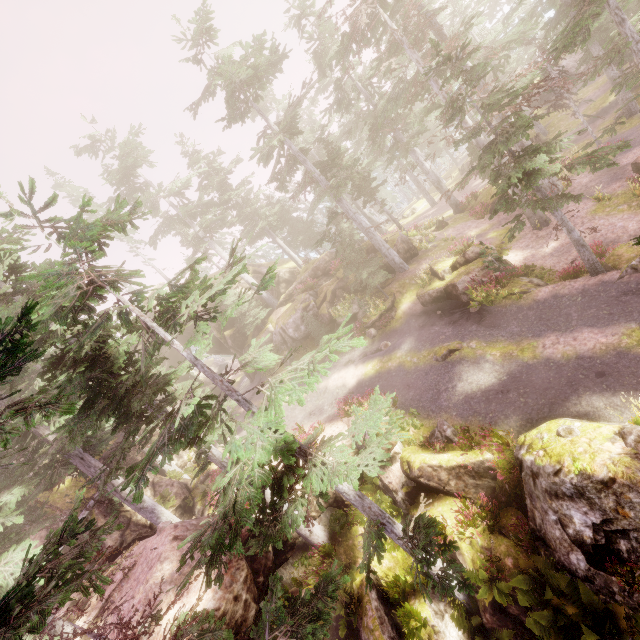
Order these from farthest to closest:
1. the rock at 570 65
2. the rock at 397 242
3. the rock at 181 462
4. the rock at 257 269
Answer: the rock at 570 65 → the rock at 257 269 → the rock at 181 462 → the rock at 397 242

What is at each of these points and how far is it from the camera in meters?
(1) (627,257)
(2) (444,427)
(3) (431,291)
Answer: (1) rock, 14.1
(2) instancedfoliageactor, 13.7
(3) rock, 20.3

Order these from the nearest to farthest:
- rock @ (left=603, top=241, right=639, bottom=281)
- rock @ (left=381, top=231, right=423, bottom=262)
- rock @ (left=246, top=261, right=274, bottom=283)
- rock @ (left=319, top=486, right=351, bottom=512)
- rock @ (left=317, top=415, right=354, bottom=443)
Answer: rock @ (left=603, top=241, right=639, bottom=281)
rock @ (left=319, top=486, right=351, bottom=512)
rock @ (left=317, top=415, right=354, bottom=443)
rock @ (left=381, top=231, right=423, bottom=262)
rock @ (left=246, top=261, right=274, bottom=283)

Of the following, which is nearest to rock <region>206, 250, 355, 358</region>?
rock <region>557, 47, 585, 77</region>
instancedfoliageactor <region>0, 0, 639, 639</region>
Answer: instancedfoliageactor <region>0, 0, 639, 639</region>

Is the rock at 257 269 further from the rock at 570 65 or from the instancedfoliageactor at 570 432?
the rock at 570 65

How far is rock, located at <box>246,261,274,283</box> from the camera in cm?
3631

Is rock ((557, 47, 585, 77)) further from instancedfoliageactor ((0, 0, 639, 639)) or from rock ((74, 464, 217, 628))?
rock ((74, 464, 217, 628))
